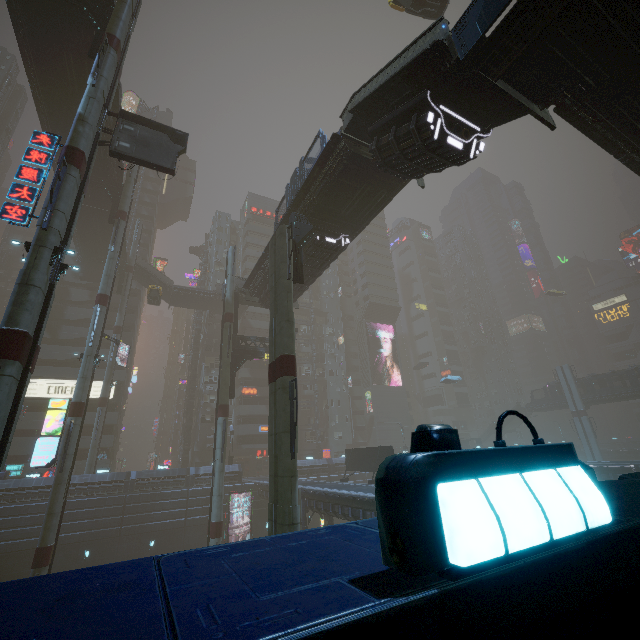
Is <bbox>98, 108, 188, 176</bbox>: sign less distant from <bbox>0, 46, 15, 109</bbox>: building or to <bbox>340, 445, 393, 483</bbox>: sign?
<bbox>0, 46, 15, 109</bbox>: building

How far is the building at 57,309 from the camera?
43.7m

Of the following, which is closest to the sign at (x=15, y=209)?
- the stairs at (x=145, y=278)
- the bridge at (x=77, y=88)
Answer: the bridge at (x=77, y=88)

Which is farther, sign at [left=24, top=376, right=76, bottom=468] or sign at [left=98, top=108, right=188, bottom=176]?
sign at [left=24, top=376, right=76, bottom=468]

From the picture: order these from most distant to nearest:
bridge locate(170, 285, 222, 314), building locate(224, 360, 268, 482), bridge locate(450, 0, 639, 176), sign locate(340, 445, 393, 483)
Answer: building locate(224, 360, 268, 482), bridge locate(170, 285, 222, 314), sign locate(340, 445, 393, 483), bridge locate(450, 0, 639, 176)

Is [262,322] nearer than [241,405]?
No

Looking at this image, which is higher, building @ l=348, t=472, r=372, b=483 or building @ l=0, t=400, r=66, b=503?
building @ l=0, t=400, r=66, b=503

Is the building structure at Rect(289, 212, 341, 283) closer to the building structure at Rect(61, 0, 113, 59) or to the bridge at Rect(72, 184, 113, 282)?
the bridge at Rect(72, 184, 113, 282)
